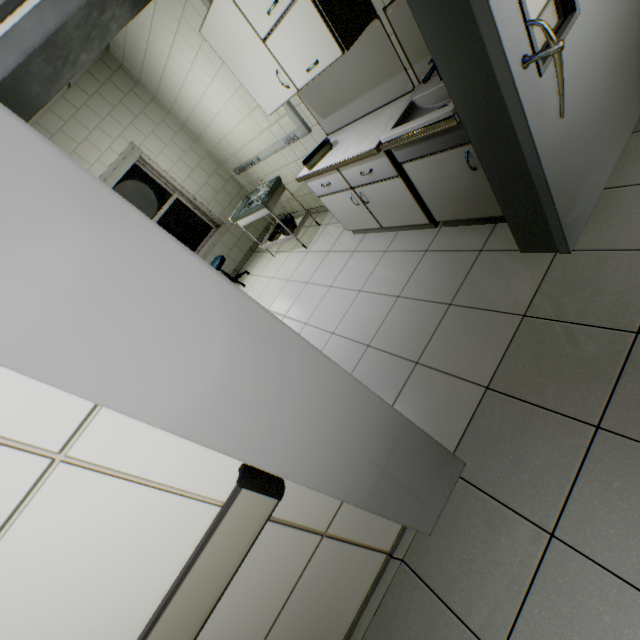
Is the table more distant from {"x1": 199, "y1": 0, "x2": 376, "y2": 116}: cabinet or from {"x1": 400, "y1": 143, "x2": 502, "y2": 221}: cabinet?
{"x1": 400, "y1": 143, "x2": 502, "y2": 221}: cabinet

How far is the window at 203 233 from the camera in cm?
529

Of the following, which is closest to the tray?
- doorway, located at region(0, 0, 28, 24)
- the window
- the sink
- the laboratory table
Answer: the laboratory table

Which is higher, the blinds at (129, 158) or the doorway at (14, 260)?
the blinds at (129, 158)

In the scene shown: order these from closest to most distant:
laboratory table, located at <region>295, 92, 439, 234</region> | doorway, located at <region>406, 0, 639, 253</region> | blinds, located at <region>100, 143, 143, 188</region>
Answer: doorway, located at <region>406, 0, 639, 253</region>
laboratory table, located at <region>295, 92, 439, 234</region>
blinds, located at <region>100, 143, 143, 188</region>

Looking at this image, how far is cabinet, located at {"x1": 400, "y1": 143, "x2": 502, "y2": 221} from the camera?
2.1 meters

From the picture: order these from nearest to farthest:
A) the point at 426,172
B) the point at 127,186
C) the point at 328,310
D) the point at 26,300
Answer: the point at 26,300 < the point at 426,172 < the point at 328,310 < the point at 127,186

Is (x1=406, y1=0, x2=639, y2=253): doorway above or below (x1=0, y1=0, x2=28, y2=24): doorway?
Result: below
